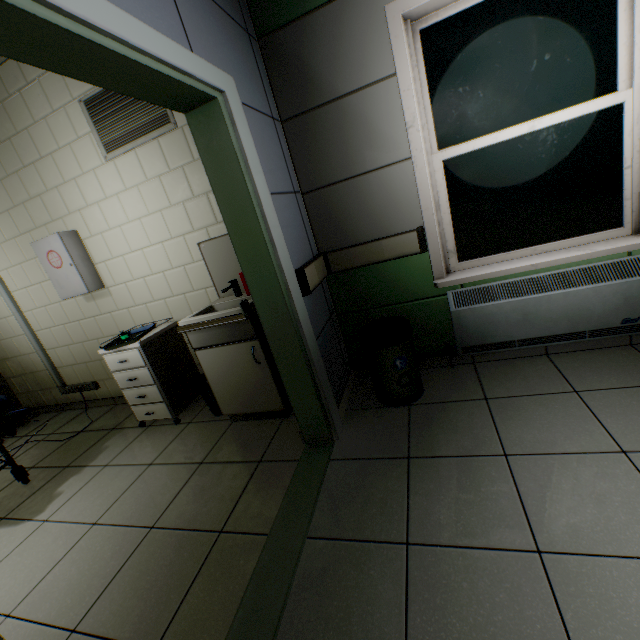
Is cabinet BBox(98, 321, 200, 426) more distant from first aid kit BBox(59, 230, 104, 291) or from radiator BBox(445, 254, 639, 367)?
radiator BBox(445, 254, 639, 367)

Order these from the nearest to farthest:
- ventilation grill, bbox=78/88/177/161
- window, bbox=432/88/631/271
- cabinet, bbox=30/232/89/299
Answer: window, bbox=432/88/631/271 → ventilation grill, bbox=78/88/177/161 → cabinet, bbox=30/232/89/299

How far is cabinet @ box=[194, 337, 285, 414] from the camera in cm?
240

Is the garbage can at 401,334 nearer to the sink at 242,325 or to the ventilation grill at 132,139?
the sink at 242,325

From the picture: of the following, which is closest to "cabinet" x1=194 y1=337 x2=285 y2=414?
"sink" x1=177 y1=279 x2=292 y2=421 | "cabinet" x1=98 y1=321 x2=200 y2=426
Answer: "sink" x1=177 y1=279 x2=292 y2=421

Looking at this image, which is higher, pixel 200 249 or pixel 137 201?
pixel 137 201

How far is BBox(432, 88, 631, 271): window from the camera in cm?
196

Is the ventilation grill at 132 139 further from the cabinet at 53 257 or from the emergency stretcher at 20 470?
the emergency stretcher at 20 470
